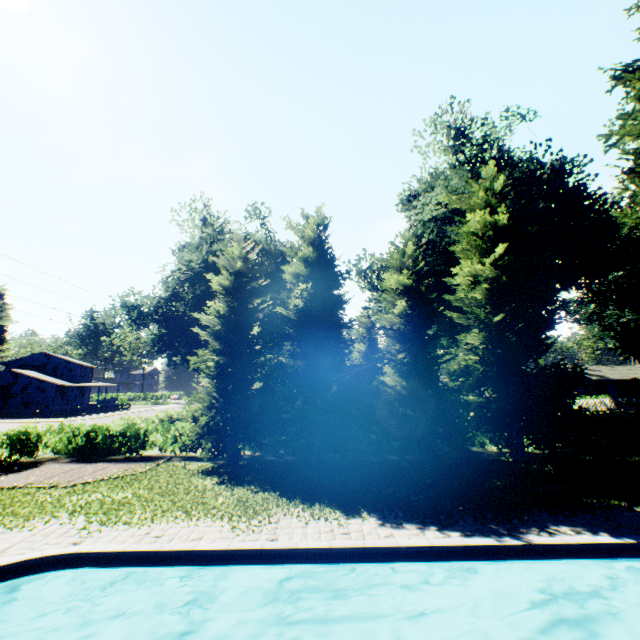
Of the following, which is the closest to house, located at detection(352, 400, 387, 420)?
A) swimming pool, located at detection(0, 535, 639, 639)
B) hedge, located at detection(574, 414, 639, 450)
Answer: hedge, located at detection(574, 414, 639, 450)

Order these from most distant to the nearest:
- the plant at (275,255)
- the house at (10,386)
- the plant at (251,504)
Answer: the house at (10,386) < the plant at (275,255) < the plant at (251,504)

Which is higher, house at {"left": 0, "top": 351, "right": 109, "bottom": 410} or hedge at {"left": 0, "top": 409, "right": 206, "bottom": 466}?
house at {"left": 0, "top": 351, "right": 109, "bottom": 410}

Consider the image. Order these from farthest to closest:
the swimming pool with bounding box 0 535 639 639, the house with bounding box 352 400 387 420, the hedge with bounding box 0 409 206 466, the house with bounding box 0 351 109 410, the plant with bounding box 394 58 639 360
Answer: the house with bounding box 0 351 109 410, the house with bounding box 352 400 387 420, the hedge with bounding box 0 409 206 466, the plant with bounding box 394 58 639 360, the swimming pool with bounding box 0 535 639 639

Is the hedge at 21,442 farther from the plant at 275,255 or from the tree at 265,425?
the plant at 275,255

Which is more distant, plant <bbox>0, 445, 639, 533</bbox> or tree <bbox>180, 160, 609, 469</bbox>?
tree <bbox>180, 160, 609, 469</bbox>

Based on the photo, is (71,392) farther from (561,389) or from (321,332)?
(561,389)

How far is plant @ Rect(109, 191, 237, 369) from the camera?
29.7 meters
